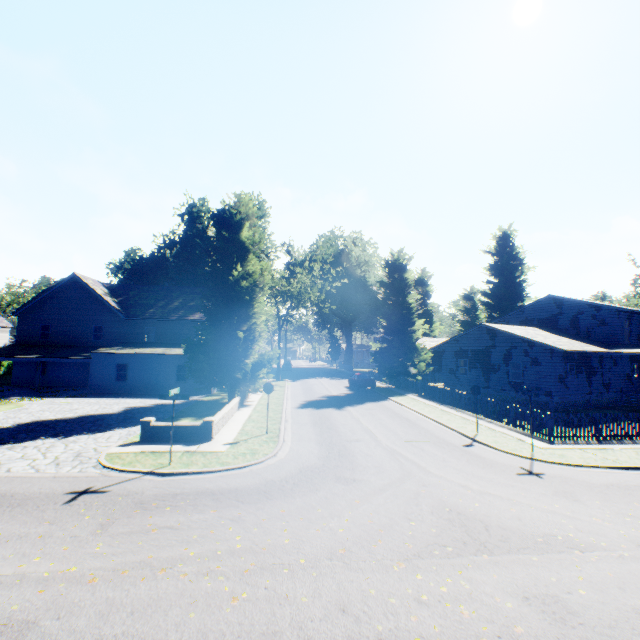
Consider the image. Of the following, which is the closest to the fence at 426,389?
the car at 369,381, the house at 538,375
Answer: the house at 538,375

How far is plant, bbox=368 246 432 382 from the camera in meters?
34.1 m

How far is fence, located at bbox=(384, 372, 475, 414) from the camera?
21.80m

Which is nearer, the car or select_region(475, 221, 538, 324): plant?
the car

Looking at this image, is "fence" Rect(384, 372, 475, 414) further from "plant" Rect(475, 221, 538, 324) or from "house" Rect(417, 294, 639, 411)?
"house" Rect(417, 294, 639, 411)

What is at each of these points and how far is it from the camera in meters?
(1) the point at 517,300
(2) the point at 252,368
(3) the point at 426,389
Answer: (1) plant, 52.3
(2) plant, 24.1
(3) fence, 28.4

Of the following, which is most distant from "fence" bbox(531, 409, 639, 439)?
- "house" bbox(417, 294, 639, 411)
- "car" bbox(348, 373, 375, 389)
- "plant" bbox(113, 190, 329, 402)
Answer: "car" bbox(348, 373, 375, 389)

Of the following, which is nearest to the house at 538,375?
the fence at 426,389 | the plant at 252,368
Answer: the plant at 252,368
